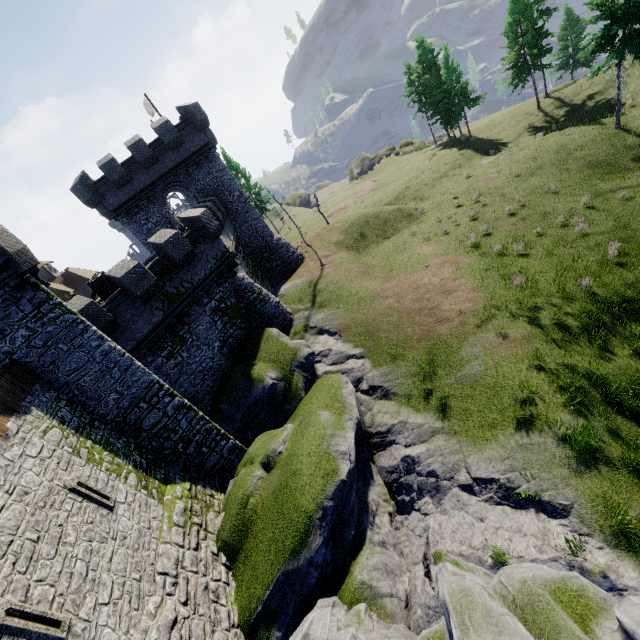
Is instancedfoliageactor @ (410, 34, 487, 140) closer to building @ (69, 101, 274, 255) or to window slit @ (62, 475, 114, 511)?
building @ (69, 101, 274, 255)

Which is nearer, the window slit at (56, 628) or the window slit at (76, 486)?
the window slit at (56, 628)

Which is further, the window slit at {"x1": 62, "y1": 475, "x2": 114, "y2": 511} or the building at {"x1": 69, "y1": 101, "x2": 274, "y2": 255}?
the building at {"x1": 69, "y1": 101, "x2": 274, "y2": 255}

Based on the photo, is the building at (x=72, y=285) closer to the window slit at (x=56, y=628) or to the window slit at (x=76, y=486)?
the window slit at (x=76, y=486)

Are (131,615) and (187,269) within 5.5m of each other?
no

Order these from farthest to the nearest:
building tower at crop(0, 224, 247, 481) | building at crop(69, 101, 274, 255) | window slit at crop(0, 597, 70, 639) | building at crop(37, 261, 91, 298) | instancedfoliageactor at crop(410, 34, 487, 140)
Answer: building at crop(37, 261, 91, 298)
instancedfoliageactor at crop(410, 34, 487, 140)
building at crop(69, 101, 274, 255)
building tower at crop(0, 224, 247, 481)
window slit at crop(0, 597, 70, 639)

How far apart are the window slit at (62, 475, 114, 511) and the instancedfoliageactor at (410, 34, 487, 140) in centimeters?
5166cm

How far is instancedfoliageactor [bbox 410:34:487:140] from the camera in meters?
38.6 m
